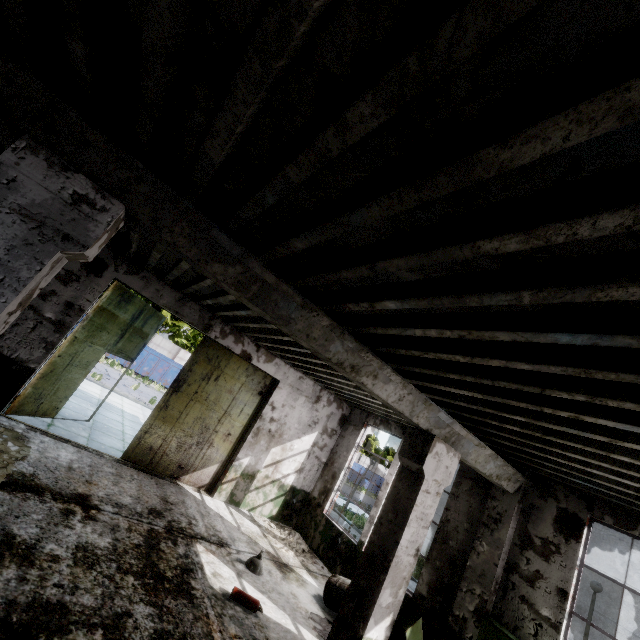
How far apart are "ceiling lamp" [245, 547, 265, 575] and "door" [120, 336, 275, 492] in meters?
3.1 m

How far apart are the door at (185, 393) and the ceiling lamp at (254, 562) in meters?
3.1 m

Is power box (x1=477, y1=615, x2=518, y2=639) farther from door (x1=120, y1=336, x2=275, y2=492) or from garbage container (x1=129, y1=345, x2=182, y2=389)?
garbage container (x1=129, y1=345, x2=182, y2=389)

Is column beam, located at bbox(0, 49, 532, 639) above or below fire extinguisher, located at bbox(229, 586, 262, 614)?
above

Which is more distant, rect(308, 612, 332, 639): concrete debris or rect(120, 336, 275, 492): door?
rect(120, 336, 275, 492): door

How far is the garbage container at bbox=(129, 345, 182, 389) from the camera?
26.0m

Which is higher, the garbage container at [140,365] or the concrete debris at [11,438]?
the garbage container at [140,365]

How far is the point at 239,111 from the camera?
2.01m
